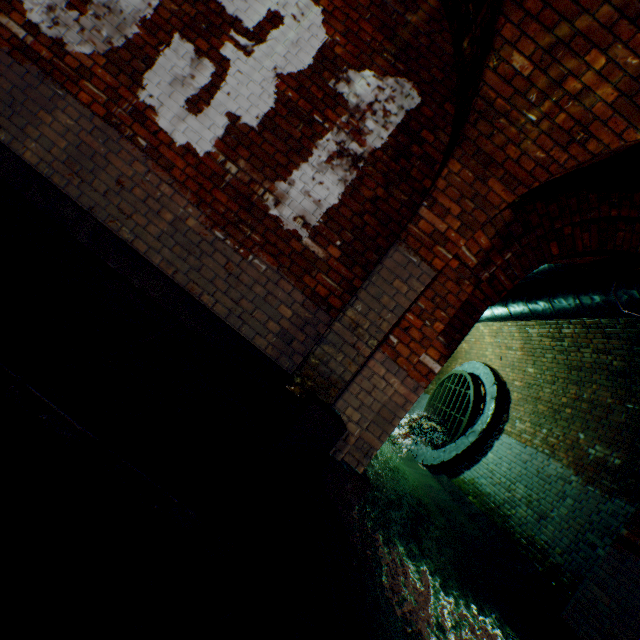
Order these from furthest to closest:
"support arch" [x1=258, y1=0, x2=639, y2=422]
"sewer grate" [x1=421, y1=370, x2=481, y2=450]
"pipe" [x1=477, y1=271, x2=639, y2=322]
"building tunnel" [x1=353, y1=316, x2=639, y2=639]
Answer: "sewer grate" [x1=421, y1=370, x2=481, y2=450] → "building tunnel" [x1=353, y1=316, x2=639, y2=639] → "pipe" [x1=477, y1=271, x2=639, y2=322] → "support arch" [x1=258, y1=0, x2=639, y2=422]

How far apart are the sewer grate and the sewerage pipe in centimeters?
1cm

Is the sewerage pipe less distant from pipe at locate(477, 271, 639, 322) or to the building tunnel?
the building tunnel

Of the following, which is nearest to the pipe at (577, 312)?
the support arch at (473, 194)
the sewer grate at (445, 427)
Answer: the support arch at (473, 194)

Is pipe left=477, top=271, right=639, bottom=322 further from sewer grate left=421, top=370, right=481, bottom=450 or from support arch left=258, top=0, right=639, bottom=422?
sewer grate left=421, top=370, right=481, bottom=450

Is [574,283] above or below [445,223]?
above

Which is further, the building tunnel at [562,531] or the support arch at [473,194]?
the building tunnel at [562,531]

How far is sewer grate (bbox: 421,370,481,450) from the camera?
8.3 meters
